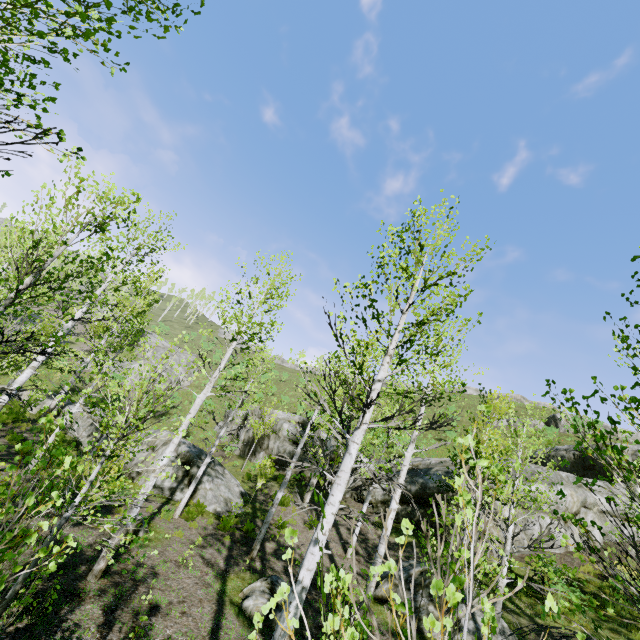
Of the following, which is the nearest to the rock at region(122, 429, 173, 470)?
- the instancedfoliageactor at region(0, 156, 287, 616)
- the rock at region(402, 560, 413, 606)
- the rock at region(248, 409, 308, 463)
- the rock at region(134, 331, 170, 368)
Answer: the instancedfoliageactor at region(0, 156, 287, 616)

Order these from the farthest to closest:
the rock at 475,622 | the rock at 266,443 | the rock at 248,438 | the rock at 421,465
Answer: the rock at 248,438 → the rock at 266,443 → the rock at 421,465 → the rock at 475,622

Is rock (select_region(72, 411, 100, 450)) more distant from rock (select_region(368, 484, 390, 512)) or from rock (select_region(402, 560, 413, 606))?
rock (select_region(402, 560, 413, 606))

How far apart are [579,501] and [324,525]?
17.3 meters

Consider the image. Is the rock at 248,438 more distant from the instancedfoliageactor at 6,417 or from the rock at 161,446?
the instancedfoliageactor at 6,417

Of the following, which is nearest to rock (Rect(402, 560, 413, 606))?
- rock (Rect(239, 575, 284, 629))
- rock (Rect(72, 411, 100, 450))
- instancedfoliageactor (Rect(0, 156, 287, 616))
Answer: instancedfoliageactor (Rect(0, 156, 287, 616))

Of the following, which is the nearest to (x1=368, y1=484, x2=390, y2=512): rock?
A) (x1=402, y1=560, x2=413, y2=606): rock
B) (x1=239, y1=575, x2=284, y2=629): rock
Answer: (x1=402, y1=560, x2=413, y2=606): rock

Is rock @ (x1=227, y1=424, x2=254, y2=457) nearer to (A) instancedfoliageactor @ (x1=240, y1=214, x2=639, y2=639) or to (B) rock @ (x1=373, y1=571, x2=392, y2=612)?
(B) rock @ (x1=373, y1=571, x2=392, y2=612)
